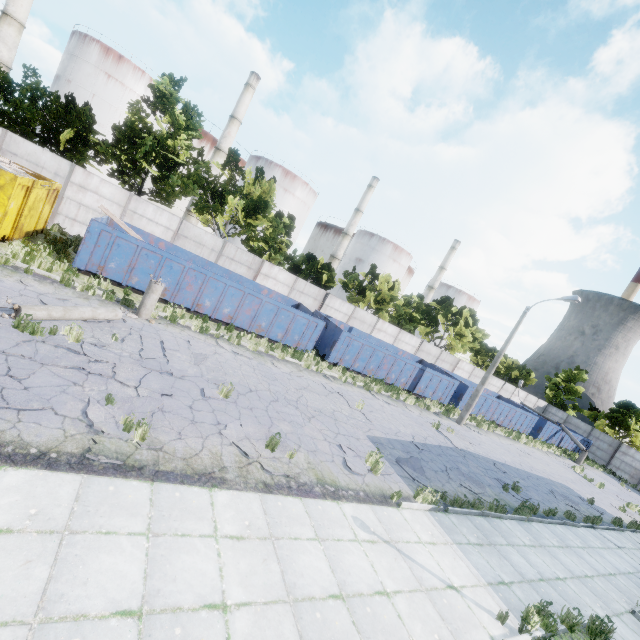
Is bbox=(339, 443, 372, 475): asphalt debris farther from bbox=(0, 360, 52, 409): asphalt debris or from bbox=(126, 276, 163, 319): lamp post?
bbox=(126, 276, 163, 319): lamp post

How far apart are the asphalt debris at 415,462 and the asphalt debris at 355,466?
0.53m

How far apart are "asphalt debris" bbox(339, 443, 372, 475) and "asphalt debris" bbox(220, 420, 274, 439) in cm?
173

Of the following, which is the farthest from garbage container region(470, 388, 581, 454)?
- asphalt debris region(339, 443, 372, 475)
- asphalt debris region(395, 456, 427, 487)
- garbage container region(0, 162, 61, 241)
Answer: garbage container region(0, 162, 61, 241)

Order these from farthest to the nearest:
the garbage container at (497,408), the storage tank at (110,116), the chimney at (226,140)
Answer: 1. the chimney at (226,140)
2. the storage tank at (110,116)
3. the garbage container at (497,408)

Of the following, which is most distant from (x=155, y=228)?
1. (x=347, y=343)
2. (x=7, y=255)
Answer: (x=347, y=343)

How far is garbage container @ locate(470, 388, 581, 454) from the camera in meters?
27.0 m

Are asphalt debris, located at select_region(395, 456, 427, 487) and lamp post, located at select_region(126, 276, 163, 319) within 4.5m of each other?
no
